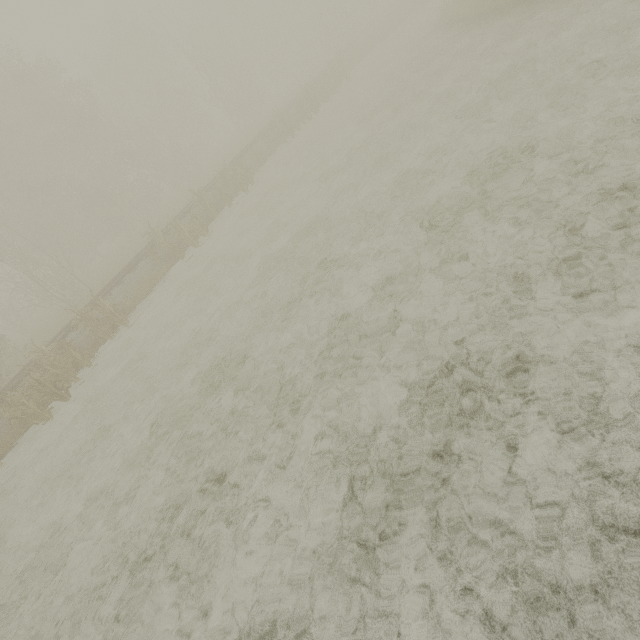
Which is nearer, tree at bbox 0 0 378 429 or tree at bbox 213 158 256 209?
tree at bbox 0 0 378 429

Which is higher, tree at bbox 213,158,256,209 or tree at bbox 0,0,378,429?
tree at bbox 0,0,378,429

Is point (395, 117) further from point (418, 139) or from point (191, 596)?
point (191, 596)

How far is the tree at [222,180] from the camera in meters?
17.8 m

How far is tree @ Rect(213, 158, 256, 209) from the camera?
17.8m

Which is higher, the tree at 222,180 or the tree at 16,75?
the tree at 16,75
